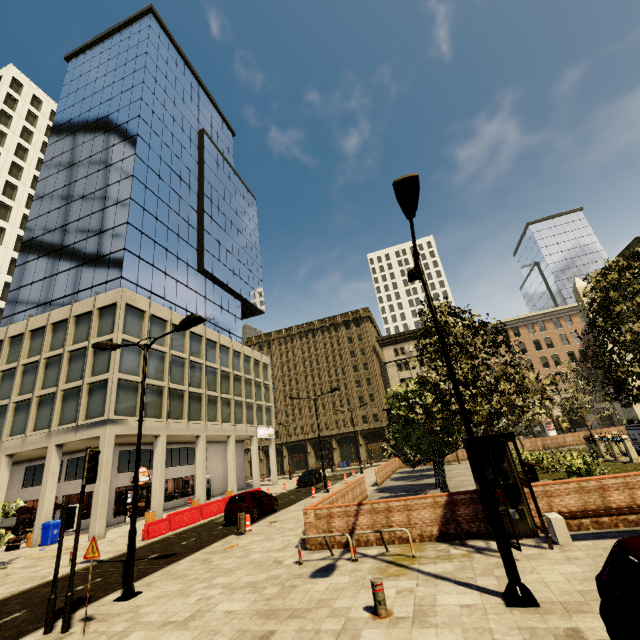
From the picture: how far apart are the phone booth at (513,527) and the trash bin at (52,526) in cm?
2531

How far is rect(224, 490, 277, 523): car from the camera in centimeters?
1761cm

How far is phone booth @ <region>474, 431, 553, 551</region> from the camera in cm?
803

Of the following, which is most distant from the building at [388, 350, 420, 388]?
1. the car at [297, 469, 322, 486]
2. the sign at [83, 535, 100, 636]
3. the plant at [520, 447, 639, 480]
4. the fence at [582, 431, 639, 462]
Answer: the fence at [582, 431, 639, 462]

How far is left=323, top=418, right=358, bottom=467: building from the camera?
58.07m

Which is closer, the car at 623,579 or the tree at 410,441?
the car at 623,579

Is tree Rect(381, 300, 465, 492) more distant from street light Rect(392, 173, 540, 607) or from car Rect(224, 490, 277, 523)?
car Rect(224, 490, 277, 523)

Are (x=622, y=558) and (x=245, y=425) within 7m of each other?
no
